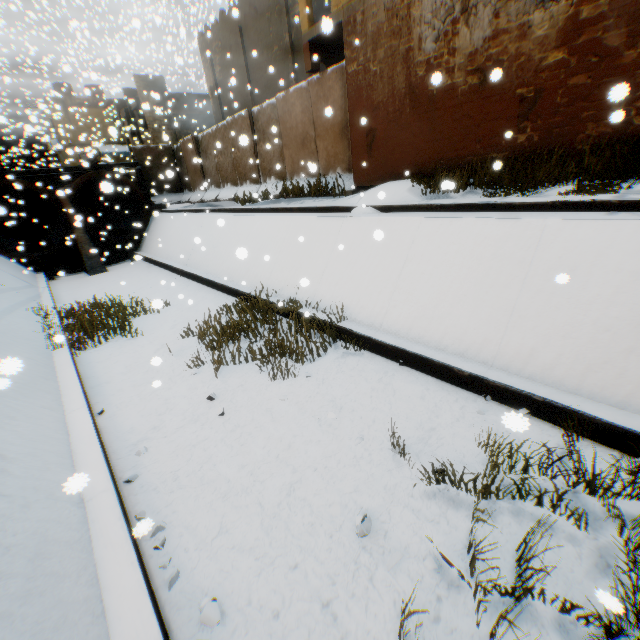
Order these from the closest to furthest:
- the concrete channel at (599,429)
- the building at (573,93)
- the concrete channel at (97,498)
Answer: the concrete channel at (97,498), the concrete channel at (599,429), the building at (573,93)

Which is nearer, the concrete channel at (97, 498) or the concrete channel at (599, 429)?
the concrete channel at (97, 498)

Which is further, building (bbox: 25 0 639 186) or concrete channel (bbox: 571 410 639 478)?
building (bbox: 25 0 639 186)

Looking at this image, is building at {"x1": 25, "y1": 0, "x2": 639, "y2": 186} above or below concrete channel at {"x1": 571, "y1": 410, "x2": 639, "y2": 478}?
above

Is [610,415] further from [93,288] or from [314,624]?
[93,288]

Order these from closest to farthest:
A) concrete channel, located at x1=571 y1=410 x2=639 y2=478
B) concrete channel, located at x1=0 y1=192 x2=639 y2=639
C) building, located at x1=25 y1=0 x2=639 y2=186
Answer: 1. concrete channel, located at x1=0 y1=192 x2=639 y2=639
2. concrete channel, located at x1=571 y1=410 x2=639 y2=478
3. building, located at x1=25 y1=0 x2=639 y2=186

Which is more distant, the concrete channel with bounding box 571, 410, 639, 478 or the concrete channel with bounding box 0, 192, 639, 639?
the concrete channel with bounding box 571, 410, 639, 478
